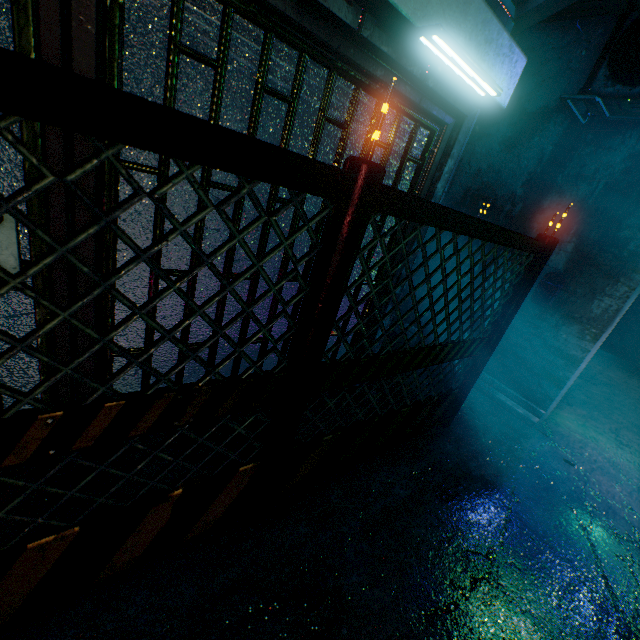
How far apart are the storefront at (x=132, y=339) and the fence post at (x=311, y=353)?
0.76m

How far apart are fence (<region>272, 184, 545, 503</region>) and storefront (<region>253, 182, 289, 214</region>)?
0.7 meters

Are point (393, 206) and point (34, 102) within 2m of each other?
yes

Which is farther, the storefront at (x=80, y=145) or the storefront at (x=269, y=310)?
the storefront at (x=269, y=310)

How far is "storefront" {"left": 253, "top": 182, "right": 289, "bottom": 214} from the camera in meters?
1.8

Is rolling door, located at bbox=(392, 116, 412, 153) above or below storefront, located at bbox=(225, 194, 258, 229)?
above

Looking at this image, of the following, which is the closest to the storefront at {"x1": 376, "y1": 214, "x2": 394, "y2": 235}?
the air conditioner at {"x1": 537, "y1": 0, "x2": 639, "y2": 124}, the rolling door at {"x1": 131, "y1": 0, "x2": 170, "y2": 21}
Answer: the rolling door at {"x1": 131, "y1": 0, "x2": 170, "y2": 21}

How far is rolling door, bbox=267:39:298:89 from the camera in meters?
1.5 m
